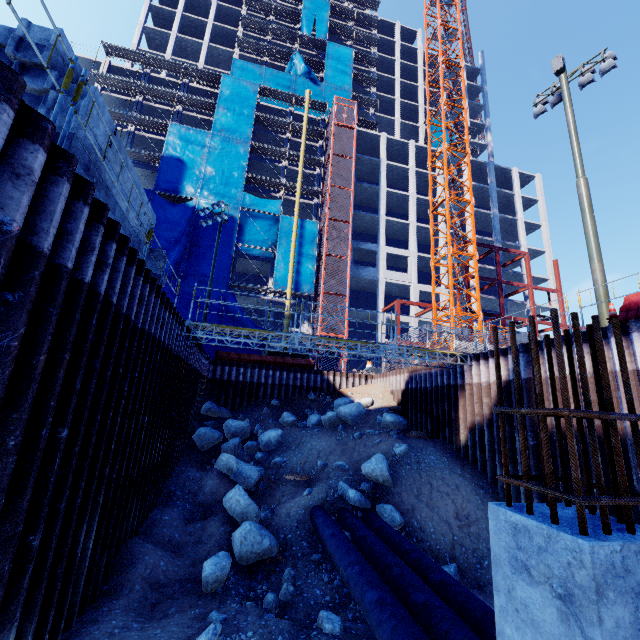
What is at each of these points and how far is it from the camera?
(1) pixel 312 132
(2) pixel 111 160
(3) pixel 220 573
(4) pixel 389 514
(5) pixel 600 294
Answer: (1) scaffolding, 37.2 meters
(2) concrete beam, 6.1 meters
(3) compgrassrocksplants, 7.4 meters
(4) compgrassrocksplants, 11.1 meters
(5) floodlight pole, 10.2 meters

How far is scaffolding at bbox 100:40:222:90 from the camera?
33.5 meters

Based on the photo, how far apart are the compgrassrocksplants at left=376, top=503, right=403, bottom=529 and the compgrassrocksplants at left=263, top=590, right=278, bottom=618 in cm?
460

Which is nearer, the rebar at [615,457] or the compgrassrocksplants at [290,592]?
the rebar at [615,457]

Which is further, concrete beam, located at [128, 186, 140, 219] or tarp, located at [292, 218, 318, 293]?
tarp, located at [292, 218, 318, 293]

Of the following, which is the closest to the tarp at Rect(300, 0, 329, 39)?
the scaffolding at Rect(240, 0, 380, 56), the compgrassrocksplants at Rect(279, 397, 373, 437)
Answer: the scaffolding at Rect(240, 0, 380, 56)

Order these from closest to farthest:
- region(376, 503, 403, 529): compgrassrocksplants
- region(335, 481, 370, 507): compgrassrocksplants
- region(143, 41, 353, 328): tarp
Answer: region(376, 503, 403, 529): compgrassrocksplants
region(335, 481, 370, 507): compgrassrocksplants
region(143, 41, 353, 328): tarp

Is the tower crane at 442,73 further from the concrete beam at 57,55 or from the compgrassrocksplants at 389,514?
the concrete beam at 57,55
